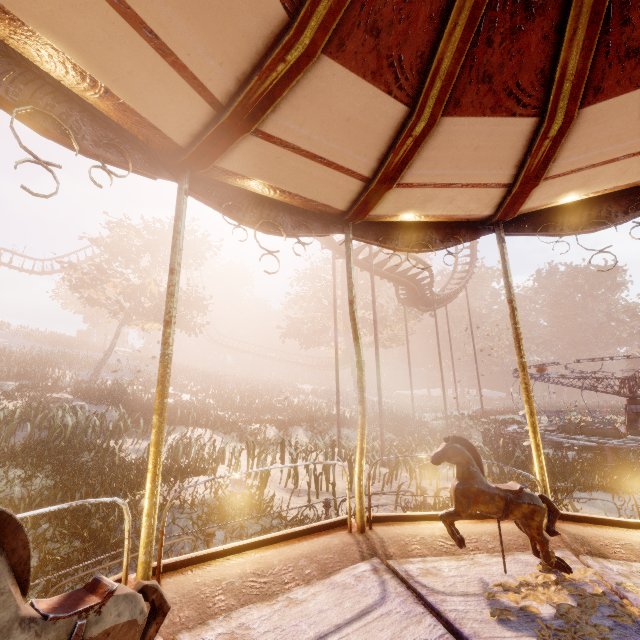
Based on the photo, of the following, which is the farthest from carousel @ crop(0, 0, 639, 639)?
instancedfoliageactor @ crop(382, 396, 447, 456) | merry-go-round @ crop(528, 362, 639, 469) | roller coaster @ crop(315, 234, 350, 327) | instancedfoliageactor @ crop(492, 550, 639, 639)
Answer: instancedfoliageactor @ crop(382, 396, 447, 456)

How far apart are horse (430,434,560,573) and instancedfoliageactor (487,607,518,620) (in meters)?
0.01

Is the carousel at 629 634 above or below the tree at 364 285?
below

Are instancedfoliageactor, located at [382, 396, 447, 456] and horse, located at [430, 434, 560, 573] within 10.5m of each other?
no

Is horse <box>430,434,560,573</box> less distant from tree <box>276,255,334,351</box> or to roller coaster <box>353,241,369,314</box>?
roller coaster <box>353,241,369,314</box>

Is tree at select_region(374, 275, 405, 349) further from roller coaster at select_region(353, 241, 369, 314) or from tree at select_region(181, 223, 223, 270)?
tree at select_region(181, 223, 223, 270)

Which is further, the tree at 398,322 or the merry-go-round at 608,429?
the tree at 398,322

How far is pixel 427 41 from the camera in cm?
218
